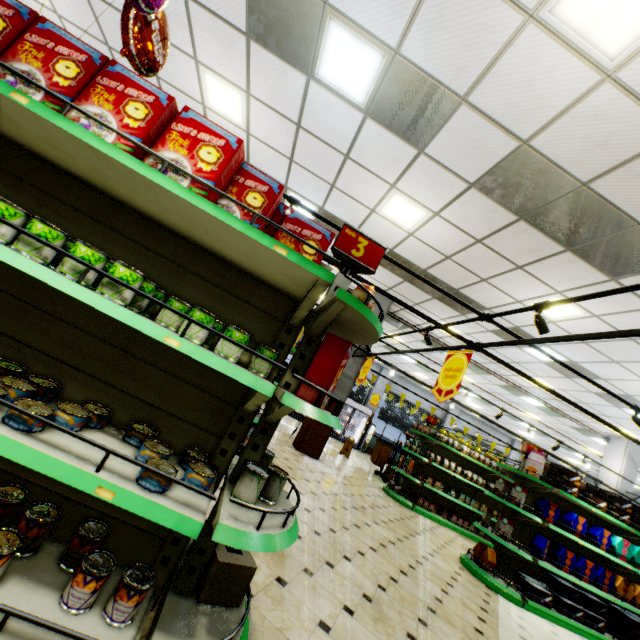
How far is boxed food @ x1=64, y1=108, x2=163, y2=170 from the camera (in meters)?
1.43

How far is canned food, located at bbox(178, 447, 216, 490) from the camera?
1.51m

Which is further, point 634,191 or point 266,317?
point 634,191

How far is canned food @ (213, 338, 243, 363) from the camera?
1.6 meters

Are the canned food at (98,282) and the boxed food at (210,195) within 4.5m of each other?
yes

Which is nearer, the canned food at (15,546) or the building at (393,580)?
the canned food at (15,546)

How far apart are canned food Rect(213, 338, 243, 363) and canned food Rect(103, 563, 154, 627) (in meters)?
1.05

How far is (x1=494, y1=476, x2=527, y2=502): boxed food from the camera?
5.7 meters
